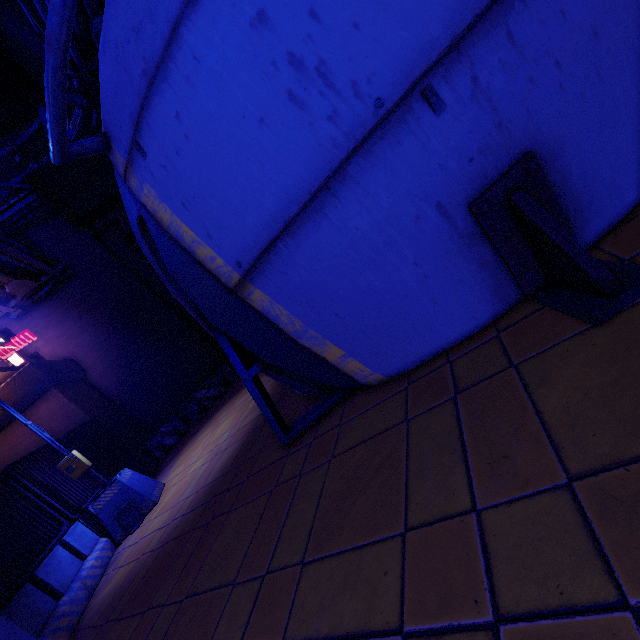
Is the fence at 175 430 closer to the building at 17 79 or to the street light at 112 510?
the street light at 112 510

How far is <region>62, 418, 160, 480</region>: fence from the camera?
9.2m

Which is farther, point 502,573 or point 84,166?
point 84,166

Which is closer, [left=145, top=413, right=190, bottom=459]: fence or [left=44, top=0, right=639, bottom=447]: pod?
[left=44, top=0, right=639, bottom=447]: pod

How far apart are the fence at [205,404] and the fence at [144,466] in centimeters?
186cm

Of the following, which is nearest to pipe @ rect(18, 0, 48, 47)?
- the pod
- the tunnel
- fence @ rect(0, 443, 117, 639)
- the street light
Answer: the tunnel

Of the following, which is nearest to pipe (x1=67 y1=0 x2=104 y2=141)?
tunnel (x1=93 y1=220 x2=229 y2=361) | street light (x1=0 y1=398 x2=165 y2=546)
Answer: tunnel (x1=93 y1=220 x2=229 y2=361)

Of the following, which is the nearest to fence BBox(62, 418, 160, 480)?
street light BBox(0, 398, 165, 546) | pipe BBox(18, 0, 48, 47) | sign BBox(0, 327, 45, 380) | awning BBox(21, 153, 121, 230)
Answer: street light BBox(0, 398, 165, 546)
